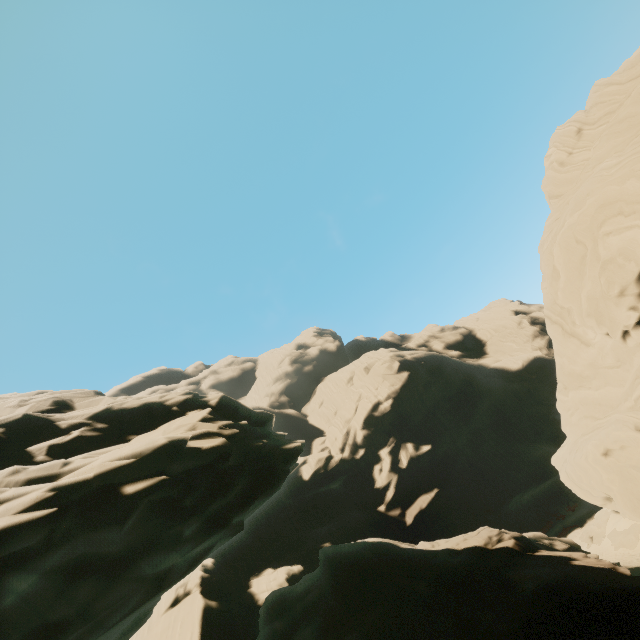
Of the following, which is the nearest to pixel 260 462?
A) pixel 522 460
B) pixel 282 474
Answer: pixel 282 474

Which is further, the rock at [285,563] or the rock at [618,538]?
the rock at [618,538]

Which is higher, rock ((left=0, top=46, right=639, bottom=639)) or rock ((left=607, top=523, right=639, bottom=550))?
rock ((left=0, top=46, right=639, bottom=639))

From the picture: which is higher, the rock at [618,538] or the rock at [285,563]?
the rock at [285,563]

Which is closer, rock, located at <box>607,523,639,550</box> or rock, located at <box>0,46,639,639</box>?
rock, located at <box>0,46,639,639</box>
